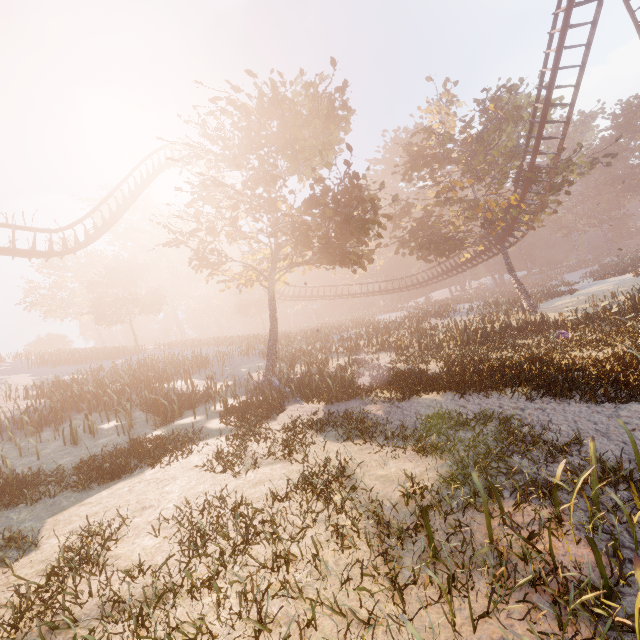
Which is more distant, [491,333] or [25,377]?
[25,377]
